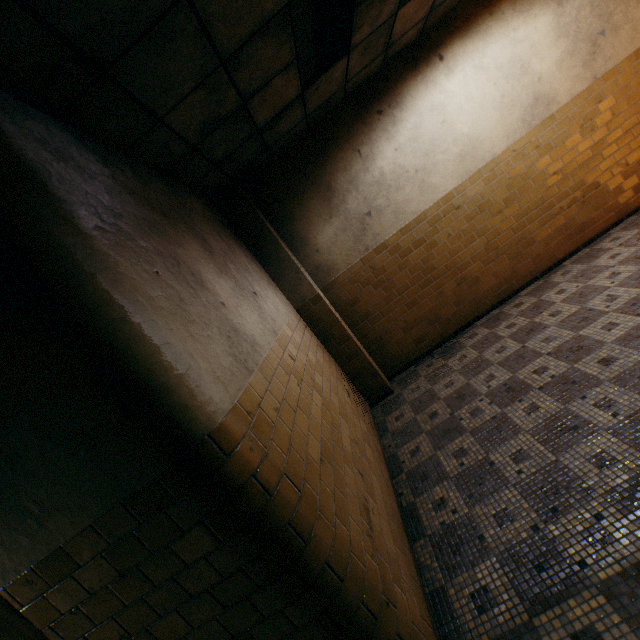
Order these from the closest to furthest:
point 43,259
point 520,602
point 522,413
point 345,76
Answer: point 43,259
point 520,602
point 522,413
point 345,76

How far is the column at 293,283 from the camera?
4.6m

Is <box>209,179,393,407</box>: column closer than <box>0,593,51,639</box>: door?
No

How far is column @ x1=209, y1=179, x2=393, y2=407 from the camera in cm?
461

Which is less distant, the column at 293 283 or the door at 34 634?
the door at 34 634
